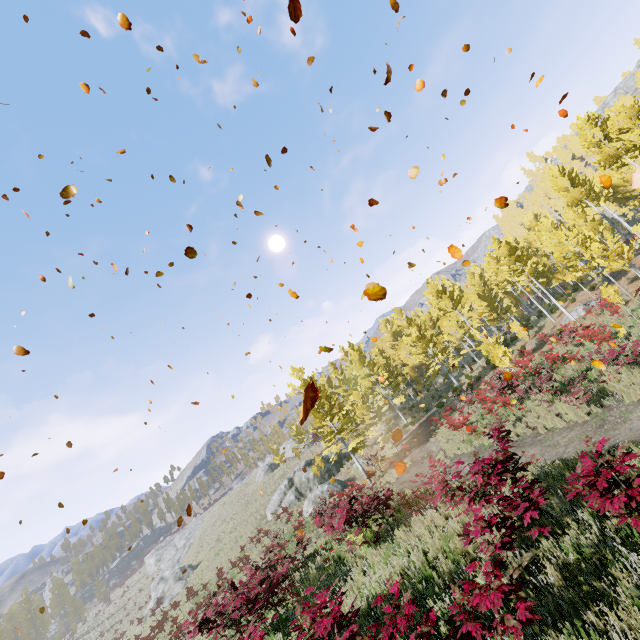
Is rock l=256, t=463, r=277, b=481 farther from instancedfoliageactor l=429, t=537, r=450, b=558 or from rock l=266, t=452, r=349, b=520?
rock l=266, t=452, r=349, b=520

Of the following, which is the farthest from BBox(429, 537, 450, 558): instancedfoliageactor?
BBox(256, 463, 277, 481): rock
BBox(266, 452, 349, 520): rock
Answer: BBox(256, 463, 277, 481): rock

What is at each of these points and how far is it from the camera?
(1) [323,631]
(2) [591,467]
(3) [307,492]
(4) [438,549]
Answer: A:
(1) instancedfoliageactor, 4.6m
(2) instancedfoliageactor, 4.8m
(3) rock, 32.4m
(4) instancedfoliageactor, 6.7m

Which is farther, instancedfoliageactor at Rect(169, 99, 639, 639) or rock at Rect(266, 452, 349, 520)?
rock at Rect(266, 452, 349, 520)

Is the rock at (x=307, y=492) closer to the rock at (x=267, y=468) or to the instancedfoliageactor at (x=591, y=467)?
the instancedfoliageactor at (x=591, y=467)

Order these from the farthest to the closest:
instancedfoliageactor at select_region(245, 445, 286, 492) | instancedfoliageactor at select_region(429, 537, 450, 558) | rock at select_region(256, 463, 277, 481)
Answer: rock at select_region(256, 463, 277, 481), instancedfoliageactor at select_region(245, 445, 286, 492), instancedfoliageactor at select_region(429, 537, 450, 558)
